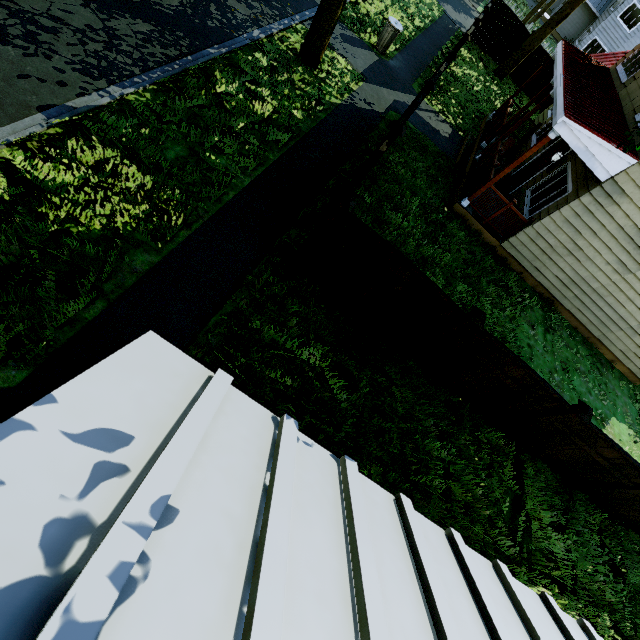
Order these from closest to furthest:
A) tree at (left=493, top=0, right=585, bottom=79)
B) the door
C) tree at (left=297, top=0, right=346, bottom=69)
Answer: tree at (left=297, top=0, right=346, bottom=69) < the door < tree at (left=493, top=0, right=585, bottom=79)

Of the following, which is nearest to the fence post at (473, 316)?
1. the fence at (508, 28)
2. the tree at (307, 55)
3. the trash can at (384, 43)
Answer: the fence at (508, 28)

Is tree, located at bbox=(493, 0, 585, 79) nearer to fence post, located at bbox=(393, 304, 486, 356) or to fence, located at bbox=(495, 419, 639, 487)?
fence, located at bbox=(495, 419, 639, 487)

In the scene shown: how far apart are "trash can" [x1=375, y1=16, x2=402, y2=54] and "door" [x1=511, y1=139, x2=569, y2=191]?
6.9 meters

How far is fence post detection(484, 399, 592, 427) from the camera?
5.7 meters

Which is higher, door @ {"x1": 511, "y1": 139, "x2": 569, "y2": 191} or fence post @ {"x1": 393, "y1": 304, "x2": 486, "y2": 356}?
fence post @ {"x1": 393, "y1": 304, "x2": 486, "y2": 356}

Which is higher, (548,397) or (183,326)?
(548,397)

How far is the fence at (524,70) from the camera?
18.23m
